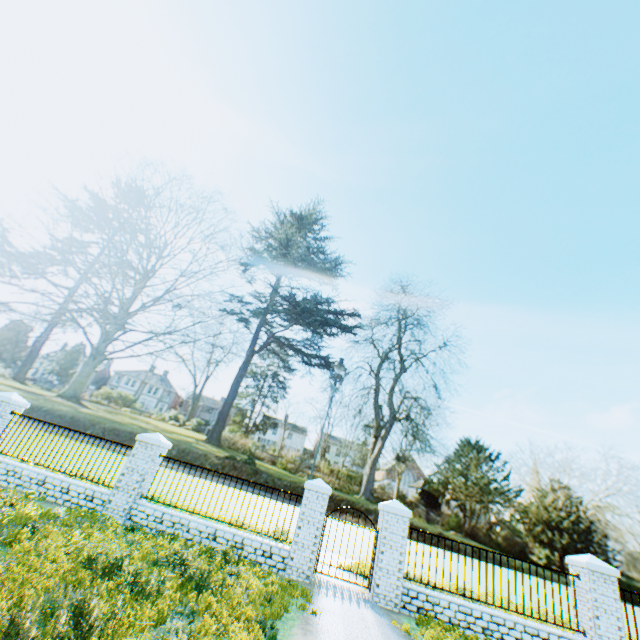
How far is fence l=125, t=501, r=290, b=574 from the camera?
8.9 meters

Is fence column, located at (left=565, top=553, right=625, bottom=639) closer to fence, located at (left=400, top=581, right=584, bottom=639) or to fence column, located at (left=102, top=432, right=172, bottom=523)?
fence, located at (left=400, top=581, right=584, bottom=639)

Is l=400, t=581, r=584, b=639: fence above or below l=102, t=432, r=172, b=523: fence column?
below

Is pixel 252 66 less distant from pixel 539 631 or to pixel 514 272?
pixel 514 272

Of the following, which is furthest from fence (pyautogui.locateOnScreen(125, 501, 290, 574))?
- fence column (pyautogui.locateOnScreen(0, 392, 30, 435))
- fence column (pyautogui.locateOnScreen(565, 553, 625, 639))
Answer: fence column (pyautogui.locateOnScreen(565, 553, 625, 639))

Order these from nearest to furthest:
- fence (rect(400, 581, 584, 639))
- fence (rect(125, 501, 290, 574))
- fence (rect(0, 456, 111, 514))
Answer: fence (rect(400, 581, 584, 639)) < fence (rect(125, 501, 290, 574)) < fence (rect(0, 456, 111, 514))

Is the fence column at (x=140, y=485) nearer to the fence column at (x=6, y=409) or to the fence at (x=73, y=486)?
the fence at (x=73, y=486)

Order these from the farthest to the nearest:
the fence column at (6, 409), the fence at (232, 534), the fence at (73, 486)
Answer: the fence column at (6, 409) < the fence at (73, 486) < the fence at (232, 534)
